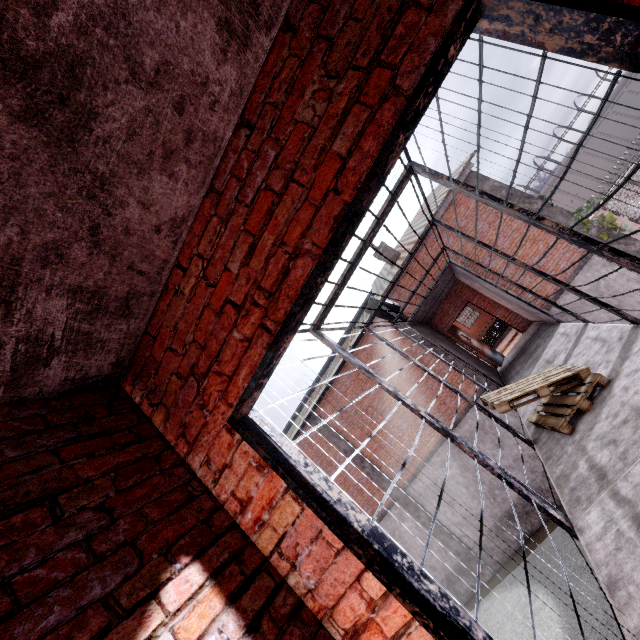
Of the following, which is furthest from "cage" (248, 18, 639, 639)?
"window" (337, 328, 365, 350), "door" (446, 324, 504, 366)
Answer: "window" (337, 328, 365, 350)

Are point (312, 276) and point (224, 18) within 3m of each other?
yes

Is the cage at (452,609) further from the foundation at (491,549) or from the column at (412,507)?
the column at (412,507)

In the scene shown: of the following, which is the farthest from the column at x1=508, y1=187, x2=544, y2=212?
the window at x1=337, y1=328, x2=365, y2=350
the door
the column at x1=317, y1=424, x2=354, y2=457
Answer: the column at x1=317, y1=424, x2=354, y2=457

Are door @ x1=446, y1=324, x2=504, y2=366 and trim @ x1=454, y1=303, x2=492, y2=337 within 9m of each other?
no

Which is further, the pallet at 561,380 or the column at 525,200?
the column at 525,200

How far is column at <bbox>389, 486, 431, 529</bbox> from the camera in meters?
12.7 m

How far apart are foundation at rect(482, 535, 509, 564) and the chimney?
9.46m
